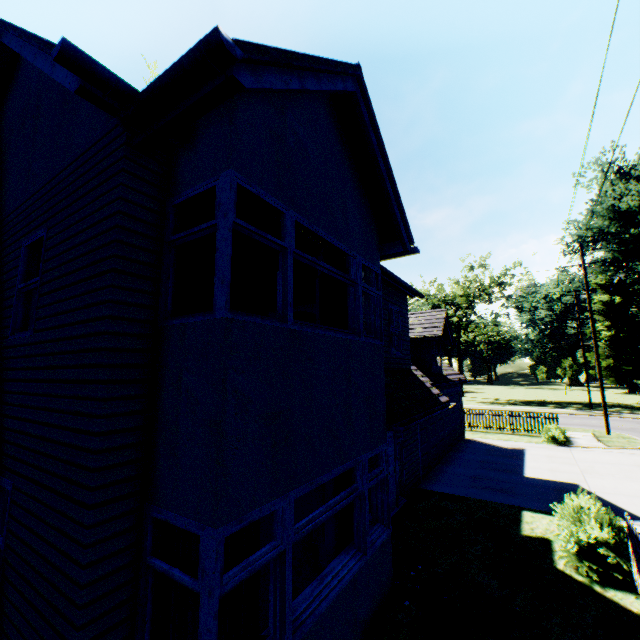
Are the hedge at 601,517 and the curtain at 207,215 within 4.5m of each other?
no

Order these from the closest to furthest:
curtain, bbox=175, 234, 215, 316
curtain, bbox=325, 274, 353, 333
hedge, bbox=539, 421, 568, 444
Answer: curtain, bbox=175, 234, 215, 316, curtain, bbox=325, 274, 353, 333, hedge, bbox=539, 421, 568, 444

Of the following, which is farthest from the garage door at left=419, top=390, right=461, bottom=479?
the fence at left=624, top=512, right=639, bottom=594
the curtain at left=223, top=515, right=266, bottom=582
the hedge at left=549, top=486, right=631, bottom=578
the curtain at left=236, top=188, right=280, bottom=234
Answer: the curtain at left=223, top=515, right=266, bottom=582

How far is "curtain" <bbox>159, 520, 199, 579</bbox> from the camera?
3.25m

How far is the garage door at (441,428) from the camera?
12.25m

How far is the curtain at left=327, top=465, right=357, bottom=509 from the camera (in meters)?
5.39

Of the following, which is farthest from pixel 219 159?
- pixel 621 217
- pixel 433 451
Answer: pixel 621 217

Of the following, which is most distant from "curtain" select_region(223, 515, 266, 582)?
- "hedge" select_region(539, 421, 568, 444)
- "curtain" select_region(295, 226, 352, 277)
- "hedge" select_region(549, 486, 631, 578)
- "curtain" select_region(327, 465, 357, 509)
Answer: "hedge" select_region(539, 421, 568, 444)
